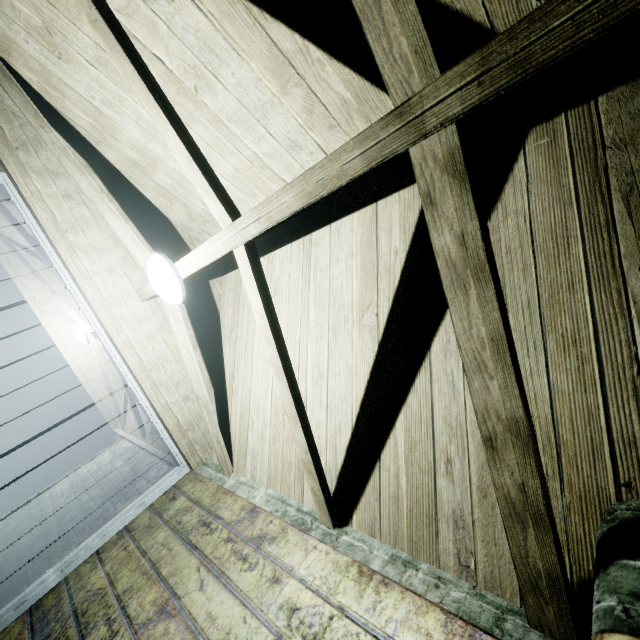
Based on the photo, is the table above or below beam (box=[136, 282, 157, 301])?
below

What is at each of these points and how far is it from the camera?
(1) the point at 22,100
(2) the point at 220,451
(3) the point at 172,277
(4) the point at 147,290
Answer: (1) beam, 1.8 meters
(2) beam, 2.3 meters
(3) light, 1.8 meters
(4) beam, 2.3 meters

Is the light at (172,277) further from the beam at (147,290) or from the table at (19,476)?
the table at (19,476)

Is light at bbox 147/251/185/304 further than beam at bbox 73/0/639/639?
Yes

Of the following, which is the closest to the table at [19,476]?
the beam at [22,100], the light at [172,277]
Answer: the beam at [22,100]

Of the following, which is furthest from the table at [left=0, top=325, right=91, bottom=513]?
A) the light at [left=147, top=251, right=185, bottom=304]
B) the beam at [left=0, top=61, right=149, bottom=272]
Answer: the light at [left=147, top=251, right=185, bottom=304]

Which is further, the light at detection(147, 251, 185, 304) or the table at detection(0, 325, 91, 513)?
the table at detection(0, 325, 91, 513)

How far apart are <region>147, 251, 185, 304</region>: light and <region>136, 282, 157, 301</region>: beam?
0.0 meters
